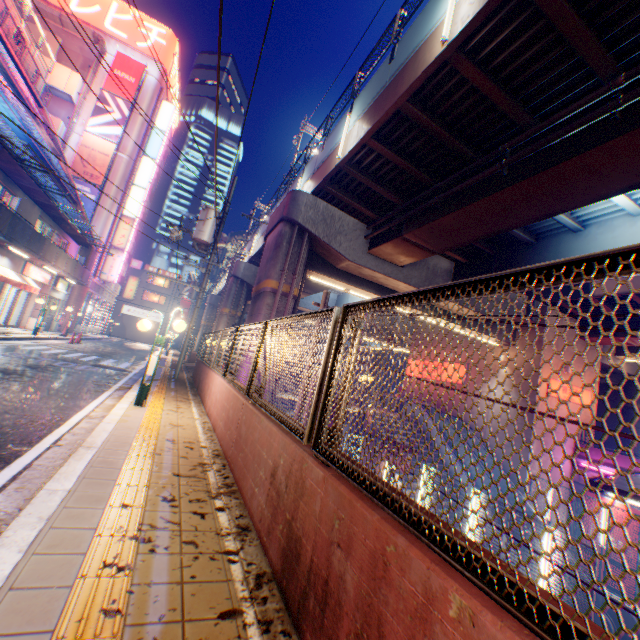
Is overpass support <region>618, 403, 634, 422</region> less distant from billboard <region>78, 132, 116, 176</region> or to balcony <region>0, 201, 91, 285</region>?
balcony <region>0, 201, 91, 285</region>

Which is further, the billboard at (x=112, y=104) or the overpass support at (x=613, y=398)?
the billboard at (x=112, y=104)

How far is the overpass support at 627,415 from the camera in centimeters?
2570cm

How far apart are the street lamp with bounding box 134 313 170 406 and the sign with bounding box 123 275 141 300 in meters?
42.5

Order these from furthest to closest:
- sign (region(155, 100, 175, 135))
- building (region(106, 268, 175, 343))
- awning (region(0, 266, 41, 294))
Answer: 1. building (region(106, 268, 175, 343))
2. sign (region(155, 100, 175, 135))
3. awning (region(0, 266, 41, 294))

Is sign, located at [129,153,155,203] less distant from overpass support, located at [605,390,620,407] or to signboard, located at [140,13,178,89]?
signboard, located at [140,13,178,89]

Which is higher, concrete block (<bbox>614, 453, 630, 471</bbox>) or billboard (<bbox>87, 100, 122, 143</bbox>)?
billboard (<bbox>87, 100, 122, 143</bbox>)

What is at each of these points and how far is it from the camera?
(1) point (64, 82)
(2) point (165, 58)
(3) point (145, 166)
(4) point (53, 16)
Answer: (1) stairs, 27.50m
(2) signboard, 33.56m
(3) sign, 33.75m
(4) ventilation tube, 28.09m
